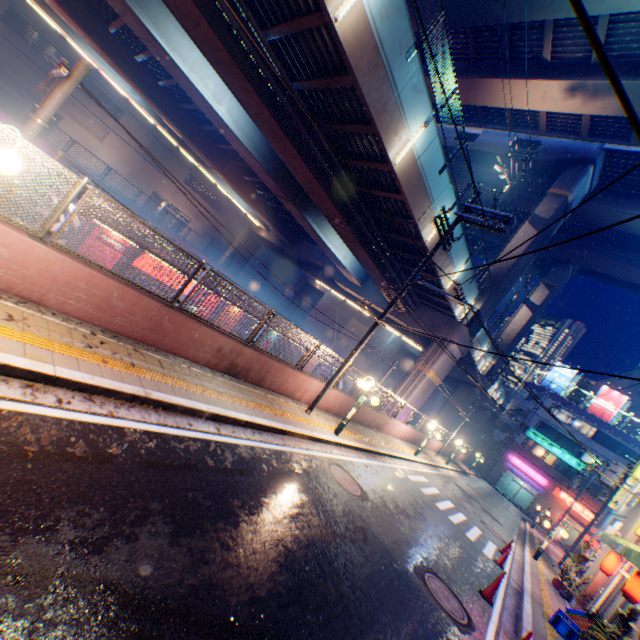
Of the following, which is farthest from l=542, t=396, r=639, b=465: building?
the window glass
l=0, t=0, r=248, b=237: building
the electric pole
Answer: the electric pole

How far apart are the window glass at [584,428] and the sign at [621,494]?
14.10m

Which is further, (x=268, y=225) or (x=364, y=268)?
(x=268, y=225)

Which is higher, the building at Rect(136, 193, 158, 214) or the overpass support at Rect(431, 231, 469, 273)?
the overpass support at Rect(431, 231, 469, 273)

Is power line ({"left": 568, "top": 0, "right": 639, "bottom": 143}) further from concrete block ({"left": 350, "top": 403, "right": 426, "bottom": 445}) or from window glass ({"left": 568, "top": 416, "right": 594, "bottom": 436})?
window glass ({"left": 568, "top": 416, "right": 594, "bottom": 436})

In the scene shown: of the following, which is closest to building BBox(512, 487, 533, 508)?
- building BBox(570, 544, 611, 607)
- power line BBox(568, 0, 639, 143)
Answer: power line BBox(568, 0, 639, 143)

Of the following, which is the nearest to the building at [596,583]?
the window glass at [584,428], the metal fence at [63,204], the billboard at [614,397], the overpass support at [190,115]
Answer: the metal fence at [63,204]

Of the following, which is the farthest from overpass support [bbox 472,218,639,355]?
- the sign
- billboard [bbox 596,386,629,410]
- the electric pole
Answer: the sign
